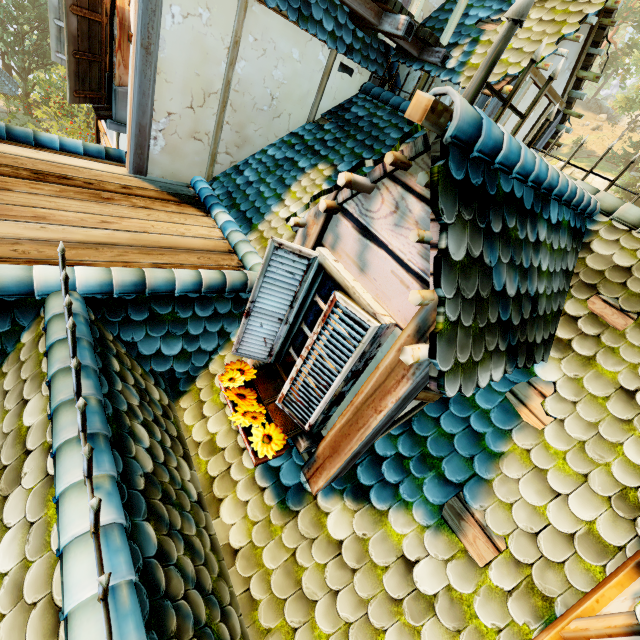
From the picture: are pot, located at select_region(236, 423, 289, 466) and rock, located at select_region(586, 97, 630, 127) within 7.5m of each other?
no

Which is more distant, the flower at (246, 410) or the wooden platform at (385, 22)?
the wooden platform at (385, 22)

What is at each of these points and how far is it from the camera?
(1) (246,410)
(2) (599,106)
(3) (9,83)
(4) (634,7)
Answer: (1) flower, 2.5m
(2) rock, 57.2m
(3) building, 25.3m
(4) tree, 35.2m

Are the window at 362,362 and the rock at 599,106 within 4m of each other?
no

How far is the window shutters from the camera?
2.26m

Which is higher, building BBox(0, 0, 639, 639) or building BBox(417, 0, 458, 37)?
building BBox(417, 0, 458, 37)

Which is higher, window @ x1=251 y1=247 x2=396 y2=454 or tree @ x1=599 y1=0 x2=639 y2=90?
tree @ x1=599 y1=0 x2=639 y2=90

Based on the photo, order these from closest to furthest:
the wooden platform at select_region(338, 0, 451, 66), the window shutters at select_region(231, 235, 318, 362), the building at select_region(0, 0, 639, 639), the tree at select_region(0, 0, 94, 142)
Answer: the building at select_region(0, 0, 639, 639) < the window shutters at select_region(231, 235, 318, 362) < the wooden platform at select_region(338, 0, 451, 66) < the tree at select_region(0, 0, 94, 142)
